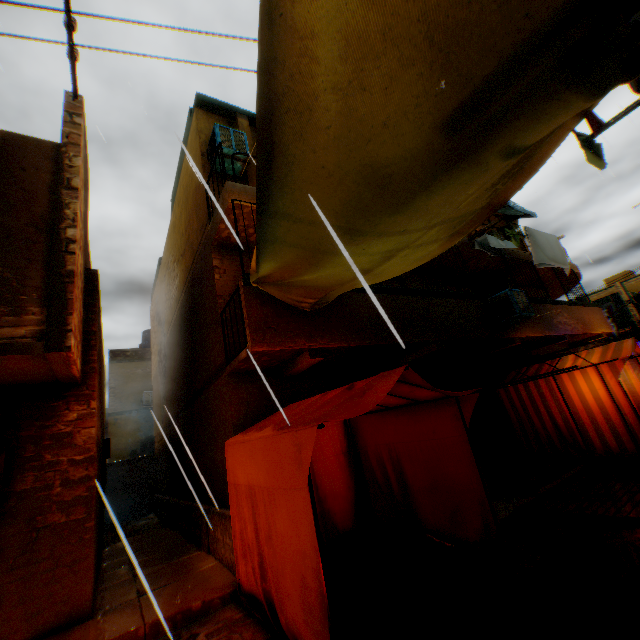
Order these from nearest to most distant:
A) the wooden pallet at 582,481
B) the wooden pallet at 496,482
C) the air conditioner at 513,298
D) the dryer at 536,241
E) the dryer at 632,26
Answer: the dryer at 632,26 → the wooden pallet at 582,481 → the wooden pallet at 496,482 → the air conditioner at 513,298 → the dryer at 536,241

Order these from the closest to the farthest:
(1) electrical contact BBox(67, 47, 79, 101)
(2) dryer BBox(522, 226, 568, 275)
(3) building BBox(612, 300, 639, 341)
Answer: (1) electrical contact BBox(67, 47, 79, 101) → (2) dryer BBox(522, 226, 568, 275) → (3) building BBox(612, 300, 639, 341)

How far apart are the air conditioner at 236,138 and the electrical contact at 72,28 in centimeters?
261cm

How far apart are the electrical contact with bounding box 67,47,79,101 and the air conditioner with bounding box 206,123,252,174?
2.6 meters

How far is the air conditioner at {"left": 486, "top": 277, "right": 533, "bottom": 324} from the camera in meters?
8.9 m

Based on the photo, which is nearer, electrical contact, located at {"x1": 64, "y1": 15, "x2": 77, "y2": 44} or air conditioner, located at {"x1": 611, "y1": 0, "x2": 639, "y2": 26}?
air conditioner, located at {"x1": 611, "y1": 0, "x2": 639, "y2": 26}

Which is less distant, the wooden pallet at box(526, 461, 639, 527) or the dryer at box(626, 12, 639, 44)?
the dryer at box(626, 12, 639, 44)

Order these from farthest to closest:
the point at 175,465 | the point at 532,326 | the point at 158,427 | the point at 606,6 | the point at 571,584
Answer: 1. the point at 158,427
2. the point at 175,465
3. the point at 532,326
4. the point at 571,584
5. the point at 606,6
